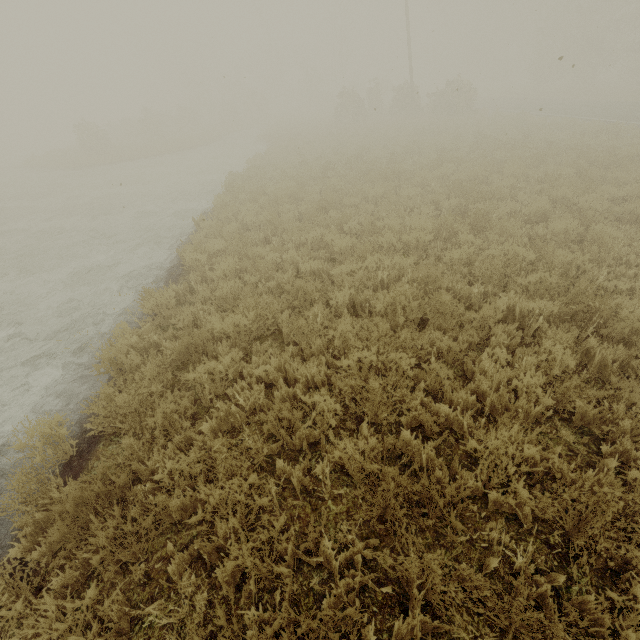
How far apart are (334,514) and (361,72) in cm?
5776
